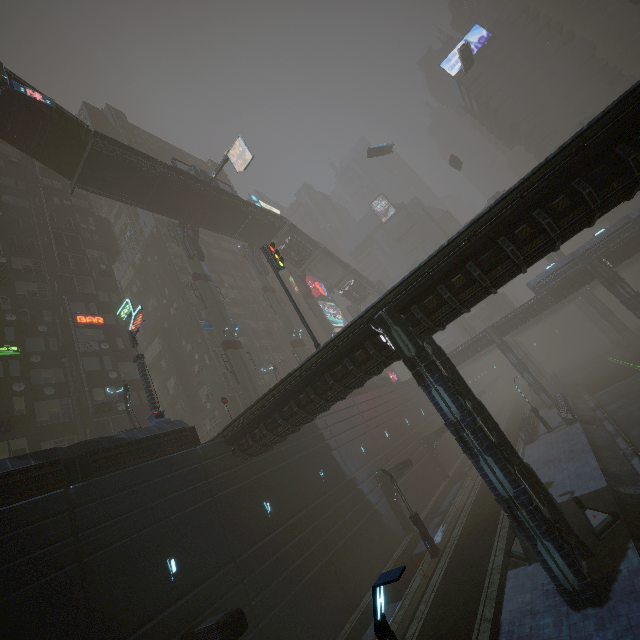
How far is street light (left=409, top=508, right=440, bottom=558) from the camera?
19.38m

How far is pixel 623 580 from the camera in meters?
10.5

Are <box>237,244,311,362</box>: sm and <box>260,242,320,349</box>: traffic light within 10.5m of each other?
no

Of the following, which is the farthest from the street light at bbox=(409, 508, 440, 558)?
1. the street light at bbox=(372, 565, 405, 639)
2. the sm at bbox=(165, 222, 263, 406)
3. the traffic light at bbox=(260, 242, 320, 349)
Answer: the street light at bbox=(372, 565, 405, 639)

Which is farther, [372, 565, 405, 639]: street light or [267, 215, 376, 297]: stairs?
[267, 215, 376, 297]: stairs

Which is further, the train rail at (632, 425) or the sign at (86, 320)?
the sign at (86, 320)

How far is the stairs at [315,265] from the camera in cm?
4838

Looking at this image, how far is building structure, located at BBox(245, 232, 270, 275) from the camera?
44.8 meters
